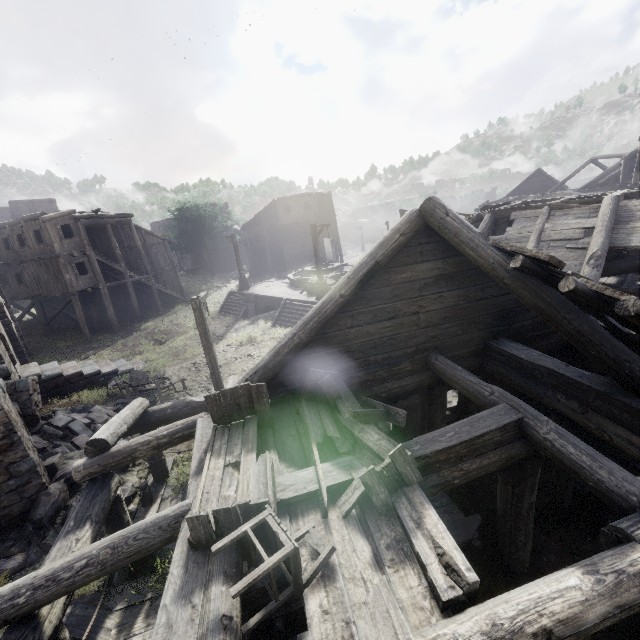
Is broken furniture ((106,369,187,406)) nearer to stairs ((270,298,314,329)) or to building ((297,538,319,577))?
building ((297,538,319,577))

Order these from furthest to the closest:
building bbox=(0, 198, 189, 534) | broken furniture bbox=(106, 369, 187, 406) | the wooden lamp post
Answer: broken furniture bbox=(106, 369, 187, 406) → the wooden lamp post → building bbox=(0, 198, 189, 534)

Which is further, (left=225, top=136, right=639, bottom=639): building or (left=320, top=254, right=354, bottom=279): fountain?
(left=320, top=254, right=354, bottom=279): fountain

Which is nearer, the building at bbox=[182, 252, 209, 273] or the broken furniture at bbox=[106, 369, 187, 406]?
the broken furniture at bbox=[106, 369, 187, 406]

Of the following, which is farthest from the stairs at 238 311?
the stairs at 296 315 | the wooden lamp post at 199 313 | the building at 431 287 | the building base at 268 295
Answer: the wooden lamp post at 199 313

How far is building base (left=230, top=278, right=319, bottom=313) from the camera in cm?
2224

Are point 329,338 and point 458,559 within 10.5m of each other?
yes

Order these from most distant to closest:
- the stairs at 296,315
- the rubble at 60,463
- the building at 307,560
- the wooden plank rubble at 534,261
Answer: the stairs at 296,315, the rubble at 60,463, the wooden plank rubble at 534,261, the building at 307,560
